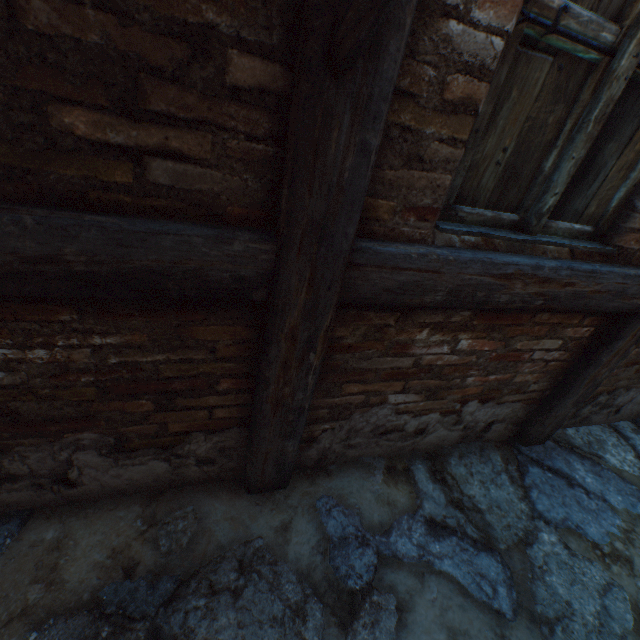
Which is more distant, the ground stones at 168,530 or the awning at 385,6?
the ground stones at 168,530

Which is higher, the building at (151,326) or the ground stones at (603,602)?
the building at (151,326)

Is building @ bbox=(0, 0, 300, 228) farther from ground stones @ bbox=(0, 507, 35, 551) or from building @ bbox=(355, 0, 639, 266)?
ground stones @ bbox=(0, 507, 35, 551)

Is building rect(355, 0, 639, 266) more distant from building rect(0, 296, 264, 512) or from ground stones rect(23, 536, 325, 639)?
ground stones rect(23, 536, 325, 639)

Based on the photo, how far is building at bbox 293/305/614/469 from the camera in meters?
1.4 m

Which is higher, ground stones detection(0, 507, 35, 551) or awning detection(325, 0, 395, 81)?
awning detection(325, 0, 395, 81)

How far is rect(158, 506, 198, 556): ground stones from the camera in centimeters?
145cm

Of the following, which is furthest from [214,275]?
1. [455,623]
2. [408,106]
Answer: [455,623]
